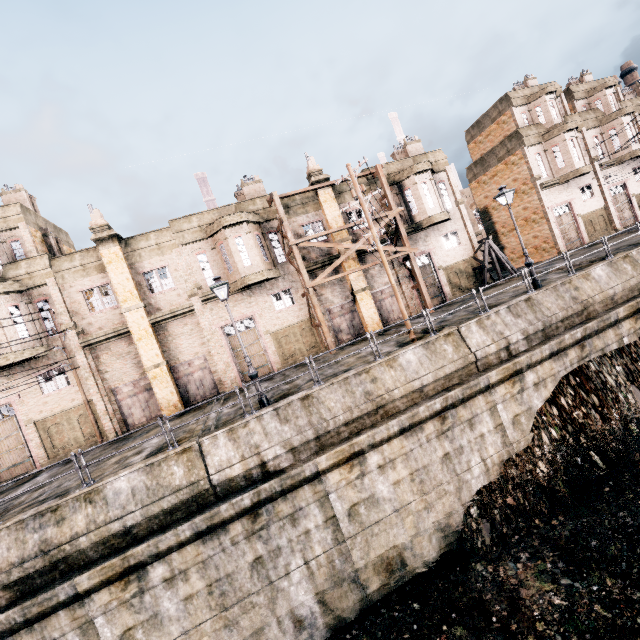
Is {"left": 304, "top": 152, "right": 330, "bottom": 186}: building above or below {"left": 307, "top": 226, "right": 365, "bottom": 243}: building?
above

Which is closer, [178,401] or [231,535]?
[231,535]

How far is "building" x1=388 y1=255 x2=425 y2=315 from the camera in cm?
2588

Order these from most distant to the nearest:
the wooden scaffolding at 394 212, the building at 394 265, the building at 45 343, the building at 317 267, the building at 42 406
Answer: the building at 394 265 → the building at 317 267 → the wooden scaffolding at 394 212 → the building at 42 406 → the building at 45 343

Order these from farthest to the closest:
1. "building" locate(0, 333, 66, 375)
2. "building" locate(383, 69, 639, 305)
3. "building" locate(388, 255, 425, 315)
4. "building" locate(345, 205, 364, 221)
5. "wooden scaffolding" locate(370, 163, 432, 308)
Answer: "building" locate(383, 69, 639, 305) < "building" locate(388, 255, 425, 315) < "building" locate(345, 205, 364, 221) < "wooden scaffolding" locate(370, 163, 432, 308) < "building" locate(0, 333, 66, 375)

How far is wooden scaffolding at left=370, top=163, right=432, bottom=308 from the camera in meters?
23.6

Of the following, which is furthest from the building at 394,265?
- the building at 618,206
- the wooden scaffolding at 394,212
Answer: the building at 618,206
